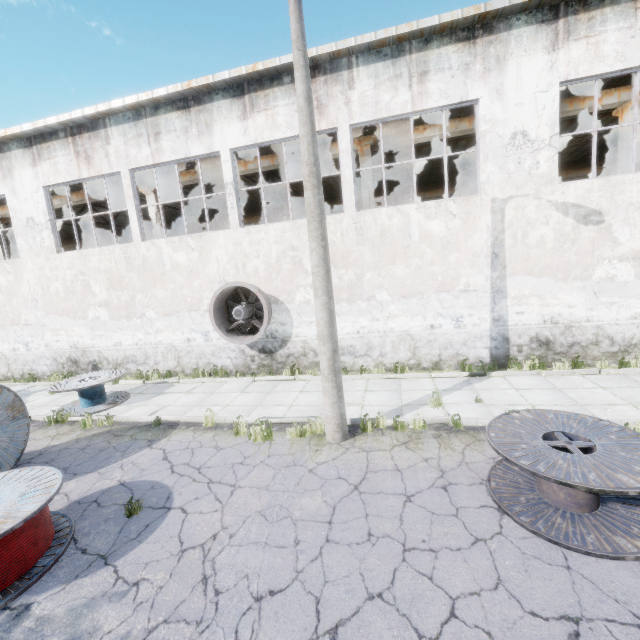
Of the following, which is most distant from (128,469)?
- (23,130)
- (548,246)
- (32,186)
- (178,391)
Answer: (23,130)

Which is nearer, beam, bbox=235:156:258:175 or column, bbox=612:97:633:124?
column, bbox=612:97:633:124

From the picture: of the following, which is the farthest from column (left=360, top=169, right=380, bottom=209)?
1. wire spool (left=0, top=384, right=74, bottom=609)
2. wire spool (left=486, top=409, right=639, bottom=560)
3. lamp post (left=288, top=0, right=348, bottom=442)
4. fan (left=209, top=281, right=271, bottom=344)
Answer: wire spool (left=0, top=384, right=74, bottom=609)

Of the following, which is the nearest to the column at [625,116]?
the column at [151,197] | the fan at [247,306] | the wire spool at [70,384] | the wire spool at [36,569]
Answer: the fan at [247,306]

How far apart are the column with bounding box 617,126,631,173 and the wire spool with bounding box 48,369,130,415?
17.70m

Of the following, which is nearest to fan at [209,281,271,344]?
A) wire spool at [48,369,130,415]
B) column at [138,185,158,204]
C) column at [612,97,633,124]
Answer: wire spool at [48,369,130,415]

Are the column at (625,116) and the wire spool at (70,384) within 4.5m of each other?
no

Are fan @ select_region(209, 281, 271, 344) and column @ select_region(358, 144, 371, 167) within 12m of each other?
yes
